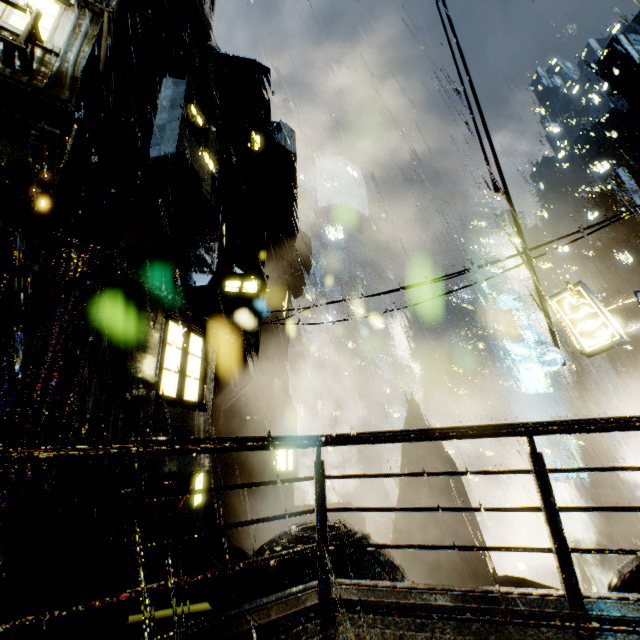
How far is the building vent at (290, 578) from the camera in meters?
8.0

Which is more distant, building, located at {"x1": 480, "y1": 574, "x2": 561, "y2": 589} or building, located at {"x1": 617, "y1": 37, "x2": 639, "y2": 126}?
building, located at {"x1": 617, "y1": 37, "x2": 639, "y2": 126}

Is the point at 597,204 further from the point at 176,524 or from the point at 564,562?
the point at 176,524

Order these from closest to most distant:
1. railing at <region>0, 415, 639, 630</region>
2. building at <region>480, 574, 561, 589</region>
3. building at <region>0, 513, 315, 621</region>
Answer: railing at <region>0, 415, 639, 630</region> < building at <region>0, 513, 315, 621</region> < building at <region>480, 574, 561, 589</region>

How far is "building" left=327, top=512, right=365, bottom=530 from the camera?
20.11m

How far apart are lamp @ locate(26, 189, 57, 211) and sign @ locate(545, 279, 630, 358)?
14.7m

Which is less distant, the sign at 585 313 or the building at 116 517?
the building at 116 517

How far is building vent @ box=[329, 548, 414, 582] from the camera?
8.2 meters
